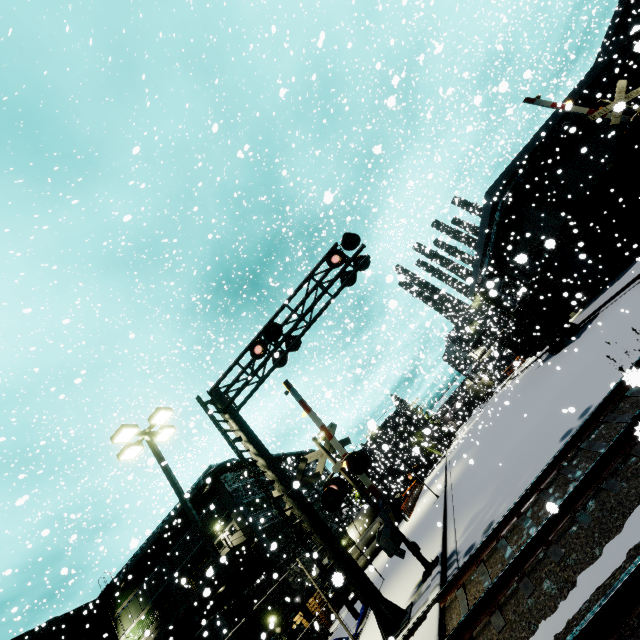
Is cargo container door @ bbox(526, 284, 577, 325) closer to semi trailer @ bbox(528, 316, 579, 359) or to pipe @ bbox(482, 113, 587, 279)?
semi trailer @ bbox(528, 316, 579, 359)

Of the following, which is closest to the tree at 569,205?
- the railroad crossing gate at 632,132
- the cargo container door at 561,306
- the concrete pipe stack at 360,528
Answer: the concrete pipe stack at 360,528

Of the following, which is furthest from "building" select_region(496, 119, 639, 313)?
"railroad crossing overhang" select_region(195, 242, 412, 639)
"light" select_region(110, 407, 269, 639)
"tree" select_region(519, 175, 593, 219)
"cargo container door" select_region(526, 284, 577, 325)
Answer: "railroad crossing overhang" select_region(195, 242, 412, 639)

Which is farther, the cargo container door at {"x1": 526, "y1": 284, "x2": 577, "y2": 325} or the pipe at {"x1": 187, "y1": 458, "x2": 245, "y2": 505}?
the pipe at {"x1": 187, "y1": 458, "x2": 245, "y2": 505}

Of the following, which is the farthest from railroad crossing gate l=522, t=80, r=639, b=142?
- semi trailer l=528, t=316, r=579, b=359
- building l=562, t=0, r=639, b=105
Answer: semi trailer l=528, t=316, r=579, b=359

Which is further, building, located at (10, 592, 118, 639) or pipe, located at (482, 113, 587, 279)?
building, located at (10, 592, 118, 639)

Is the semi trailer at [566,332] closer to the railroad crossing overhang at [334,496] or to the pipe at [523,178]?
the pipe at [523,178]

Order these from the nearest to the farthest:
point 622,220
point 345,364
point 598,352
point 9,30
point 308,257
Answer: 1. point 9,30
2. point 598,352
3. point 622,220
4. point 345,364
5. point 308,257
